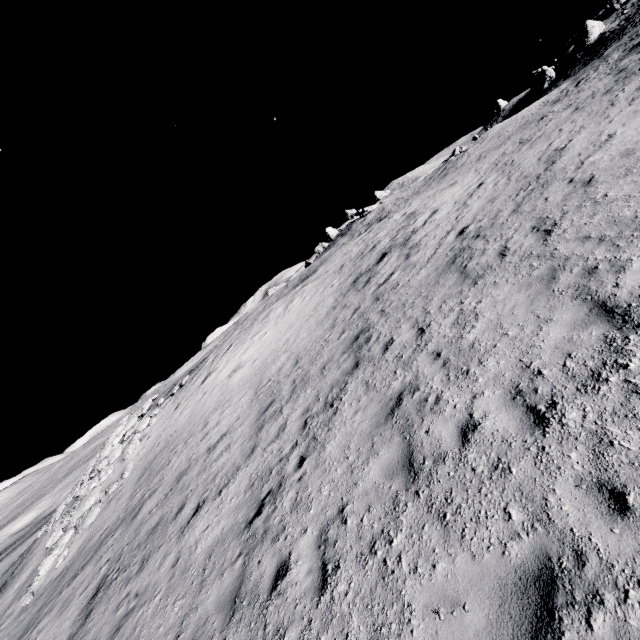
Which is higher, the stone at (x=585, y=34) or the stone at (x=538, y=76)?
the stone at (x=585, y=34)

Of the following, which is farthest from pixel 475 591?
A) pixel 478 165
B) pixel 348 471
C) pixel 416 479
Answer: pixel 478 165

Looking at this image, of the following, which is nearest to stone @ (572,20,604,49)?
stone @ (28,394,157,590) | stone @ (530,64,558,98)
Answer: stone @ (530,64,558,98)

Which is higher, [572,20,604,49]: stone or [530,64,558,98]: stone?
[572,20,604,49]: stone

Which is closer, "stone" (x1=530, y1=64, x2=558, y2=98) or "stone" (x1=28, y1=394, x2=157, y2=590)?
"stone" (x1=28, y1=394, x2=157, y2=590)

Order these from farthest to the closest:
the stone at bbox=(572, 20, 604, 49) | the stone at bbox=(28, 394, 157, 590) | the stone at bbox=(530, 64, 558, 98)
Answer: the stone at bbox=(530, 64, 558, 98) → the stone at bbox=(572, 20, 604, 49) → the stone at bbox=(28, 394, 157, 590)

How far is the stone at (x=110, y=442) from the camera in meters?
14.7
